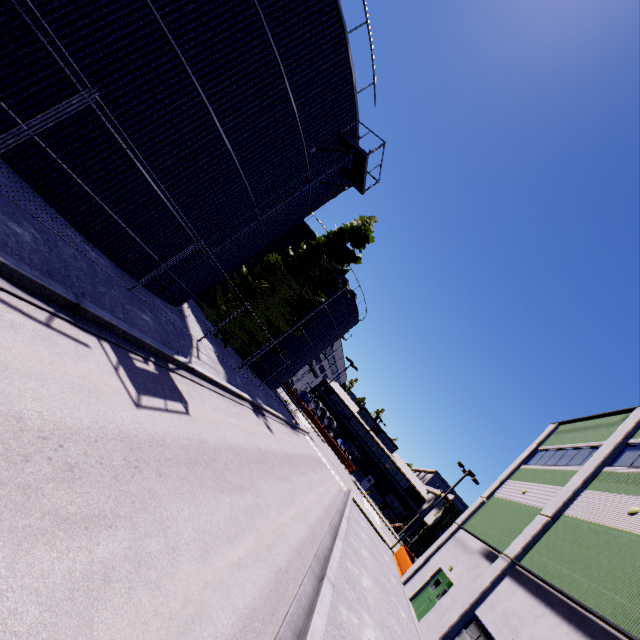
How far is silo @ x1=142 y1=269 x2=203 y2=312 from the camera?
13.9m

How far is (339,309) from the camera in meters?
31.9

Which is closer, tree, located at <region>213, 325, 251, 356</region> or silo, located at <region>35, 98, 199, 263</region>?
silo, located at <region>35, 98, 199, 263</region>

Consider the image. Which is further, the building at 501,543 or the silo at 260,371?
the silo at 260,371

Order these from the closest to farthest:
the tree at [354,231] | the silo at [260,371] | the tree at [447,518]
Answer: the tree at [354,231] < the silo at [260,371] < the tree at [447,518]

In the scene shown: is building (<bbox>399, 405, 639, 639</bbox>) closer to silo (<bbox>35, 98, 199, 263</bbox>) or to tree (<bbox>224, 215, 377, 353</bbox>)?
tree (<bbox>224, 215, 377, 353</bbox>)

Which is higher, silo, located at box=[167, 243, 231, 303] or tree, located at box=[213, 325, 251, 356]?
silo, located at box=[167, 243, 231, 303]

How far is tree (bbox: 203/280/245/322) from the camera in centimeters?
2292cm
